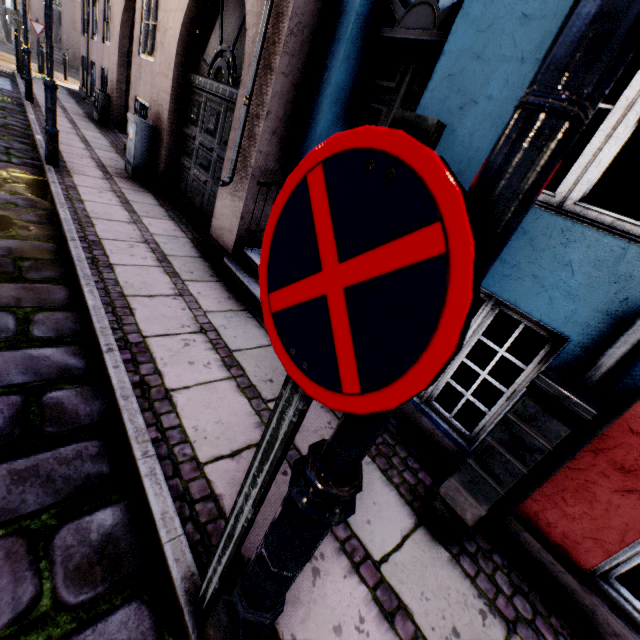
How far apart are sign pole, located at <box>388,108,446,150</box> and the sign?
0.03m

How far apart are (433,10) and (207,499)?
4.2m

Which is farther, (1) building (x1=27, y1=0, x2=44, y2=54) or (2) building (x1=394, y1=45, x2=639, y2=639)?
(1) building (x1=27, y1=0, x2=44, y2=54)

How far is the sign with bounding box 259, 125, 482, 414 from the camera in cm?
47

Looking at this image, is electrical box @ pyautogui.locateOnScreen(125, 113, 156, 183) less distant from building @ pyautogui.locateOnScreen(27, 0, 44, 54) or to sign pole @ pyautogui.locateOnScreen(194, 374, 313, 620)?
building @ pyautogui.locateOnScreen(27, 0, 44, 54)

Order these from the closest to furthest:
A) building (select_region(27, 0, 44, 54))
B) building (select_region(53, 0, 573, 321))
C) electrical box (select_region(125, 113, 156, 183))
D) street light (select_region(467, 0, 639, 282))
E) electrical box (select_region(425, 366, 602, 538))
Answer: street light (select_region(467, 0, 639, 282)), electrical box (select_region(425, 366, 602, 538)), building (select_region(53, 0, 573, 321)), electrical box (select_region(125, 113, 156, 183)), building (select_region(27, 0, 44, 54))

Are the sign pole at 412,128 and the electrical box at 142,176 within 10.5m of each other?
yes

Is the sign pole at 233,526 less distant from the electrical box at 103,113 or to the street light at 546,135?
the street light at 546,135
